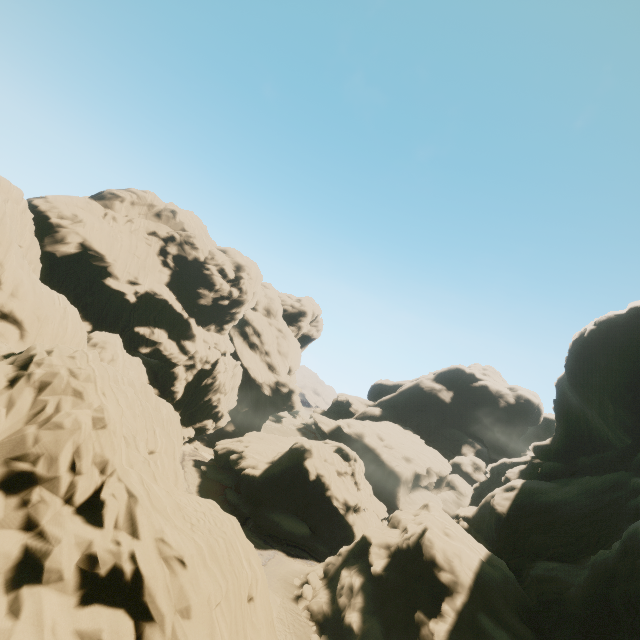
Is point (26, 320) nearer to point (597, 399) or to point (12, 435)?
point (12, 435)

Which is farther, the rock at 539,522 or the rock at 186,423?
the rock at 539,522

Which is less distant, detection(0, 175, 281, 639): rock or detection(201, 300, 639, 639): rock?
detection(0, 175, 281, 639): rock
